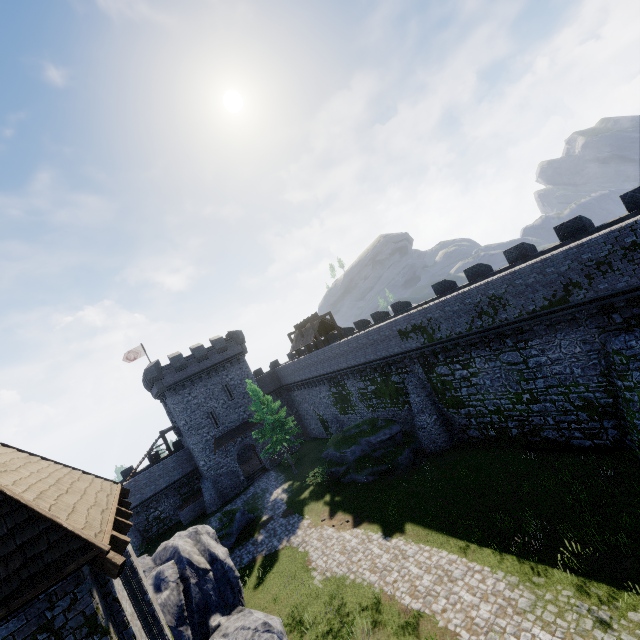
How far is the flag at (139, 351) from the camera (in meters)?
40.50

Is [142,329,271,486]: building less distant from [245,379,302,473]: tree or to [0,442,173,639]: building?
[245,379,302,473]: tree

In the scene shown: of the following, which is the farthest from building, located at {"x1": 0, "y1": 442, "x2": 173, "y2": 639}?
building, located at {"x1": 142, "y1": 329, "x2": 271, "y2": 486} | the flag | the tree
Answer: the flag

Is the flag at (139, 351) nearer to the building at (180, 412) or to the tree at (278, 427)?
the building at (180, 412)

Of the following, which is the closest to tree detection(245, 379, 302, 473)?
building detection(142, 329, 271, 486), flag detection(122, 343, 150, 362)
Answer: building detection(142, 329, 271, 486)

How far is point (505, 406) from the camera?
20.2m

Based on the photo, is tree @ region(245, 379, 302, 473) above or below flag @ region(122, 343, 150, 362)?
below

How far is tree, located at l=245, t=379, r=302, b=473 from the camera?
31.3m
